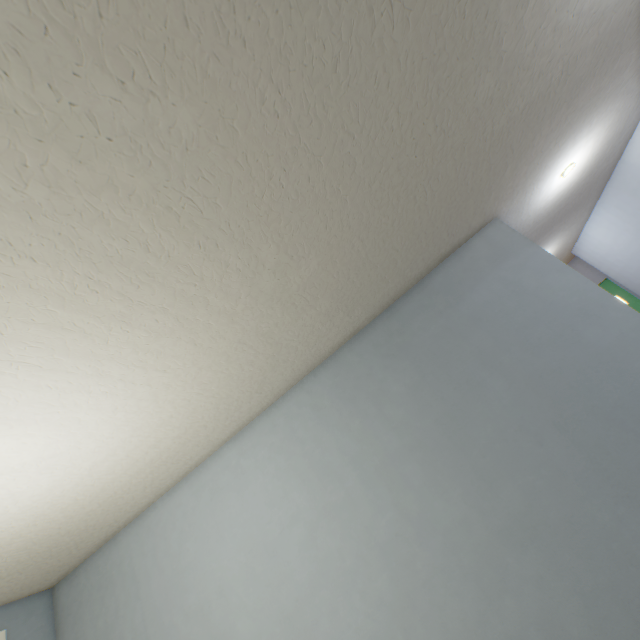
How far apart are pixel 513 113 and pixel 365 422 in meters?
1.7
